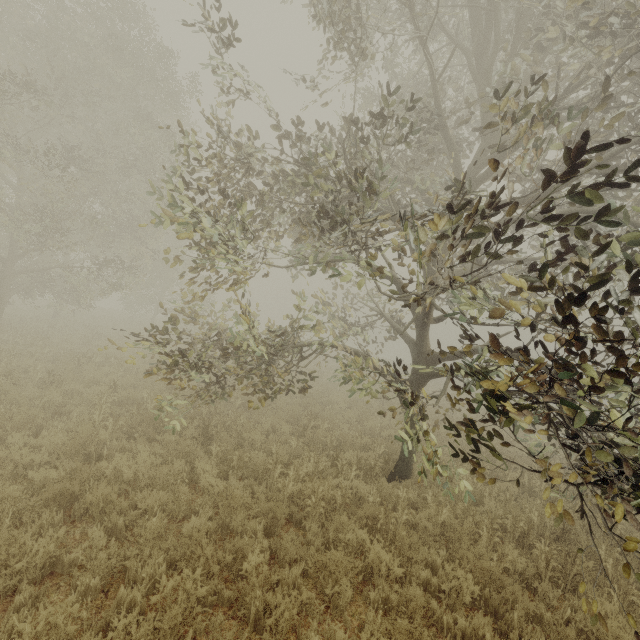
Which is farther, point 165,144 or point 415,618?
point 165,144

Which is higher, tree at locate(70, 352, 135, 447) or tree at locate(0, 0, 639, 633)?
tree at locate(0, 0, 639, 633)

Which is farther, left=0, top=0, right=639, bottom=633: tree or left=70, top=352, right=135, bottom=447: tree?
left=70, top=352, right=135, bottom=447: tree

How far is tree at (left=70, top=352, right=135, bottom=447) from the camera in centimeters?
718cm

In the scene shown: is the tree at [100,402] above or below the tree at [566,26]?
below

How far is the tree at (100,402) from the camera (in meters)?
7.18
